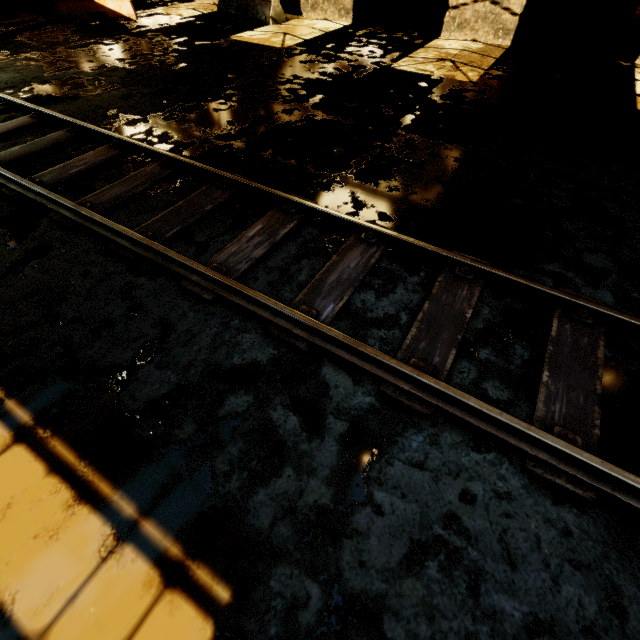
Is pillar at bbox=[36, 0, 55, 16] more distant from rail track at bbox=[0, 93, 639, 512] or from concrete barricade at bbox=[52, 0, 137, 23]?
rail track at bbox=[0, 93, 639, 512]

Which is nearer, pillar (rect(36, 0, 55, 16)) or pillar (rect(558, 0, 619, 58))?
pillar (rect(558, 0, 619, 58))

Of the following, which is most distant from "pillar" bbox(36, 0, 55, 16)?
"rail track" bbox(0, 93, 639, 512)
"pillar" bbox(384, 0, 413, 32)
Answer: "pillar" bbox(384, 0, 413, 32)

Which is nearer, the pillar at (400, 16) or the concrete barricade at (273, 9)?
the pillar at (400, 16)

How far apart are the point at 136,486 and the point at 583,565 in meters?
2.6 m

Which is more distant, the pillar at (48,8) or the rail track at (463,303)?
the pillar at (48,8)

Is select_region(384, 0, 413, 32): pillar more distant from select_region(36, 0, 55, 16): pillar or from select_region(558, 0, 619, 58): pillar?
select_region(36, 0, 55, 16): pillar

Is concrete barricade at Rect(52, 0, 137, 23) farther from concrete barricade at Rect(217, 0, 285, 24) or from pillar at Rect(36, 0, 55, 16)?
concrete barricade at Rect(217, 0, 285, 24)
